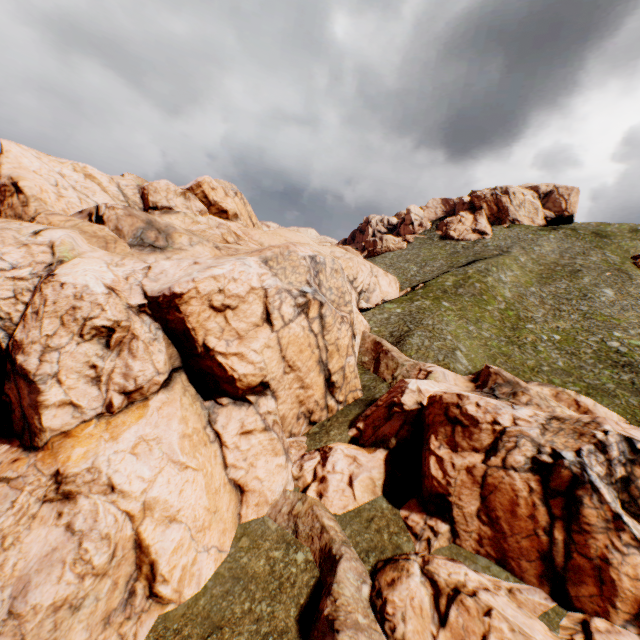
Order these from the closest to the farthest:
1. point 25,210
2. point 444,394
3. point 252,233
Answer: point 444,394 → point 25,210 → point 252,233
